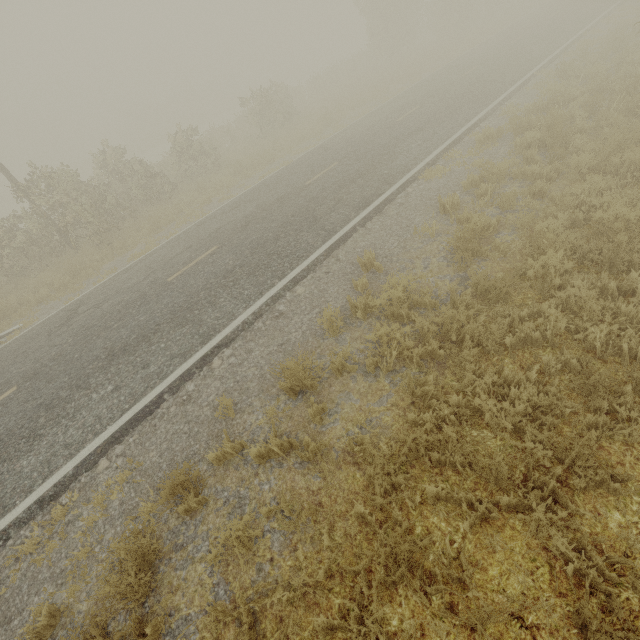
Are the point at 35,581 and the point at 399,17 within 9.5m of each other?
no
